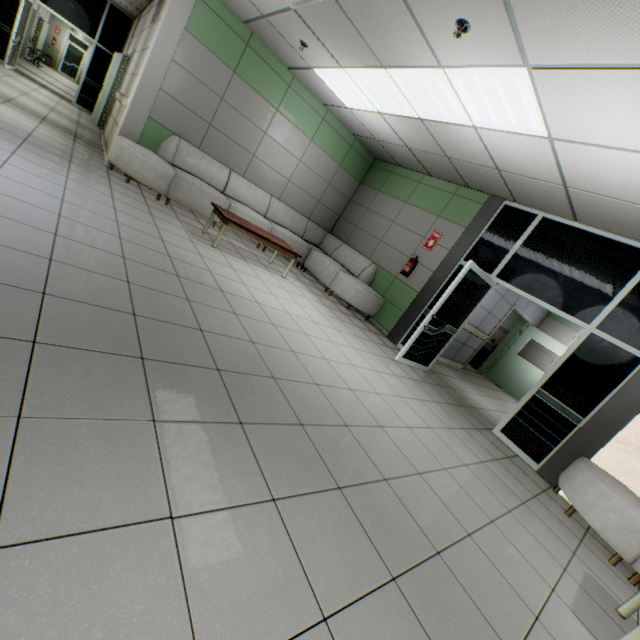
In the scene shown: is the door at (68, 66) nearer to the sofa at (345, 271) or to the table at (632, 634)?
the sofa at (345, 271)

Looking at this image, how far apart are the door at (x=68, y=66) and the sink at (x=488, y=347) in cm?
2922

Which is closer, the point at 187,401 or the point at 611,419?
the point at 187,401

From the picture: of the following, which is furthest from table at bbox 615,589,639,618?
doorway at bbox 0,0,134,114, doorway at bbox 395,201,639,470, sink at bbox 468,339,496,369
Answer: doorway at bbox 0,0,134,114

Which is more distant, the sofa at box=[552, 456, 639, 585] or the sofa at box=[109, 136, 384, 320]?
the sofa at box=[109, 136, 384, 320]

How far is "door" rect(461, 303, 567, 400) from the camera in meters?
9.2

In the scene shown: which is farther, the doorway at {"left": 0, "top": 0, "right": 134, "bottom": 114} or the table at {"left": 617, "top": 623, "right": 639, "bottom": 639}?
the doorway at {"left": 0, "top": 0, "right": 134, "bottom": 114}
